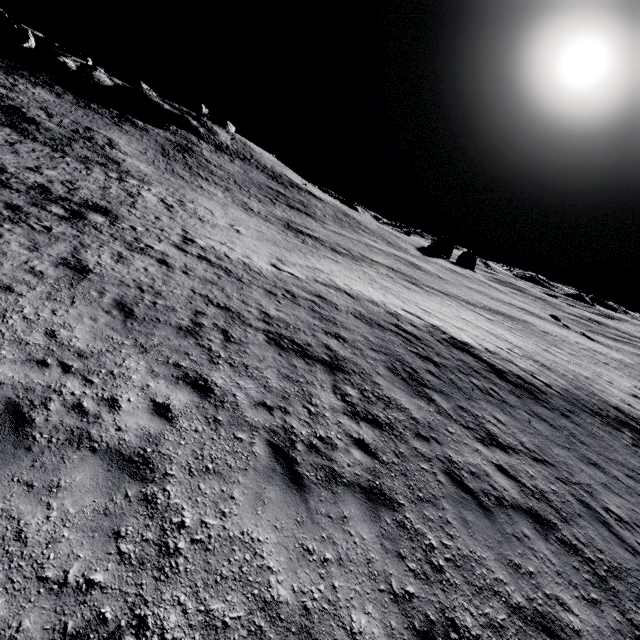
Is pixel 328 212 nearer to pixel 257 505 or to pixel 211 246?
pixel 211 246
